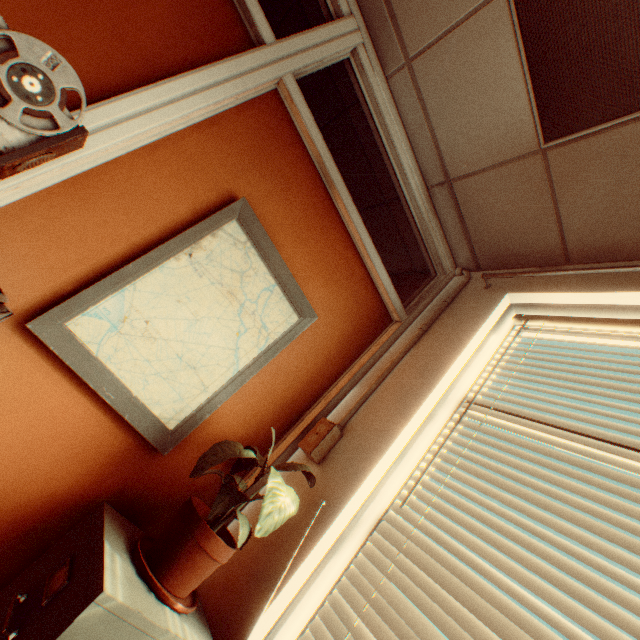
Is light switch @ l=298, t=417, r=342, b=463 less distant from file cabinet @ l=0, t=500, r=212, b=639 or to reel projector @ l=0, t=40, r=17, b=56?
file cabinet @ l=0, t=500, r=212, b=639

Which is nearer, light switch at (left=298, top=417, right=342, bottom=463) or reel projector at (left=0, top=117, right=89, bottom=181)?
reel projector at (left=0, top=117, right=89, bottom=181)

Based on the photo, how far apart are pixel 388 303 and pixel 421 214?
0.7m

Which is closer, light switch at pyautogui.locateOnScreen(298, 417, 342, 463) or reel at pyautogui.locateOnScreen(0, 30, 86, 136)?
reel at pyautogui.locateOnScreen(0, 30, 86, 136)

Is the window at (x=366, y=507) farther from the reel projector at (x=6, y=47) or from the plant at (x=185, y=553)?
the reel projector at (x=6, y=47)

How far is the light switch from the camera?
1.6 meters

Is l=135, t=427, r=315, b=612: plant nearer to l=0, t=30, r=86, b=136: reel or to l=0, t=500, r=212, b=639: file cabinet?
l=0, t=500, r=212, b=639: file cabinet

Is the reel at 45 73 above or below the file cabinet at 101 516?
above
